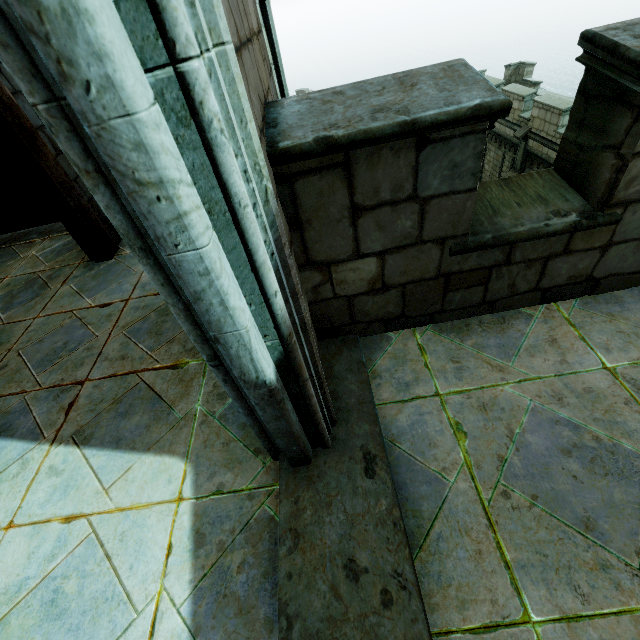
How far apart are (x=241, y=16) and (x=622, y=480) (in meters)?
3.26

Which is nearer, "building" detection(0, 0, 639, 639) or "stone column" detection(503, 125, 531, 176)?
"building" detection(0, 0, 639, 639)

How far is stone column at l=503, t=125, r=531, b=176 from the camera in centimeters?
1558cm

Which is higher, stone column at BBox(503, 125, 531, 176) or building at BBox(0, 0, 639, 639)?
building at BBox(0, 0, 639, 639)

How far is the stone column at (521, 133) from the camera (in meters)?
15.58

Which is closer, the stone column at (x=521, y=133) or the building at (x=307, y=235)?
the building at (x=307, y=235)
